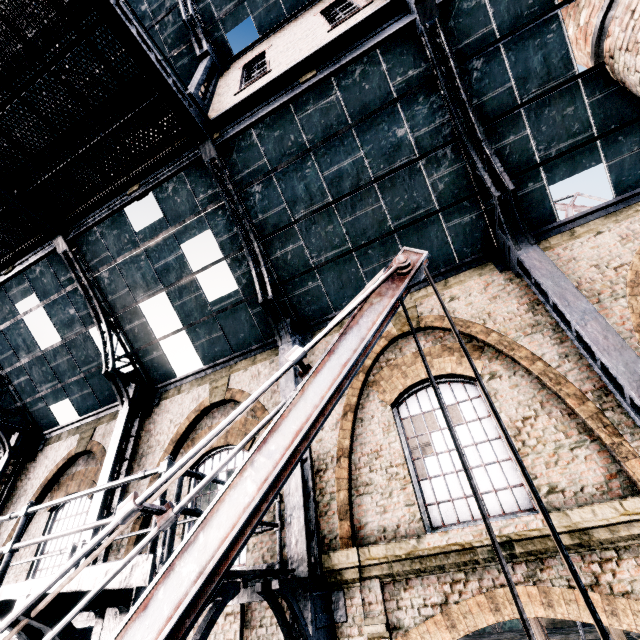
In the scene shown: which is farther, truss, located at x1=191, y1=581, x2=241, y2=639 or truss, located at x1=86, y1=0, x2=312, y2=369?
truss, located at x1=86, y1=0, x2=312, y2=369

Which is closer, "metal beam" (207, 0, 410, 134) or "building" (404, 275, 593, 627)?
"building" (404, 275, 593, 627)

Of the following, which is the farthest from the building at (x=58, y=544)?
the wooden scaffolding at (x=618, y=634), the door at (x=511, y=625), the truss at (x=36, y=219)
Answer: the door at (x=511, y=625)

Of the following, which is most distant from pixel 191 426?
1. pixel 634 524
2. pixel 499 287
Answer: pixel 634 524

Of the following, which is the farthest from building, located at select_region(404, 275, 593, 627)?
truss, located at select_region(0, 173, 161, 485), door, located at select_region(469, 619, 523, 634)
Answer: door, located at select_region(469, 619, 523, 634)

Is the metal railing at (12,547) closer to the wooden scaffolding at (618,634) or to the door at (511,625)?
the wooden scaffolding at (618,634)

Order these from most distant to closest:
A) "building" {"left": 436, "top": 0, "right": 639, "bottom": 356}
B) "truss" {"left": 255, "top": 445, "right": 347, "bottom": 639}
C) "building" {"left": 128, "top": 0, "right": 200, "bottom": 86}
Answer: "building" {"left": 128, "top": 0, "right": 200, "bottom": 86}
"building" {"left": 436, "top": 0, "right": 639, "bottom": 356}
"truss" {"left": 255, "top": 445, "right": 347, "bottom": 639}

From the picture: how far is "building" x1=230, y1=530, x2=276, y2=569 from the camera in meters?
6.9 m
